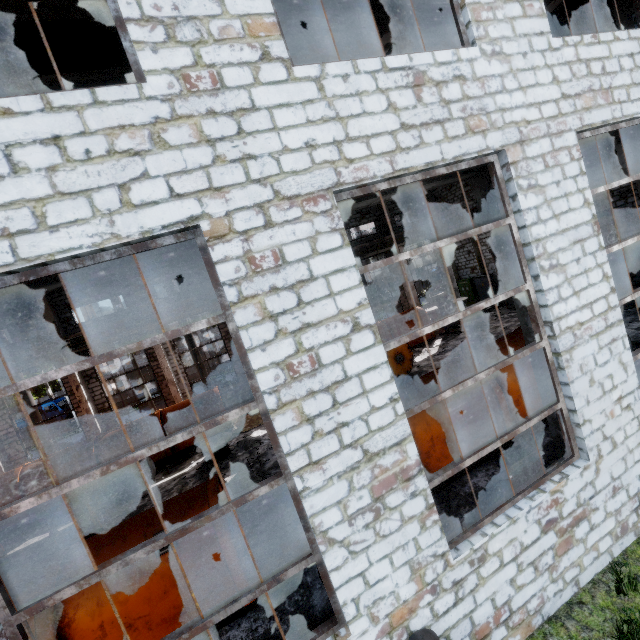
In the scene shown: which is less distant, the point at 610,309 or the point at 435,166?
the point at 435,166

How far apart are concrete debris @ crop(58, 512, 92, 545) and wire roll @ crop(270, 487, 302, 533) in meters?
7.5 m

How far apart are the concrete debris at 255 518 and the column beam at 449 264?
22.64m

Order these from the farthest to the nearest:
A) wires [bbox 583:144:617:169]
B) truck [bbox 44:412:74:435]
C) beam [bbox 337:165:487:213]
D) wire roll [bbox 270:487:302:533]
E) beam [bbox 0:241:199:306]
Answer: truck [bbox 44:412:74:435]
wires [bbox 583:144:617:169]
wire roll [bbox 270:487:302:533]
beam [bbox 337:165:487:213]
beam [bbox 0:241:199:306]

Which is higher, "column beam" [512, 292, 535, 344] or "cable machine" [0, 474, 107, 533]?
"column beam" [512, 292, 535, 344]

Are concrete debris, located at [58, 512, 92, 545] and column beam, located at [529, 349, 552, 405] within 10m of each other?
no

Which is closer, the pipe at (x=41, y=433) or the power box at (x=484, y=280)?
the pipe at (x=41, y=433)

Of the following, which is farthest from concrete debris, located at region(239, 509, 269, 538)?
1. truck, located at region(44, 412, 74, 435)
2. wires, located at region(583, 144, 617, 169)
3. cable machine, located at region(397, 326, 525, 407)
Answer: truck, located at region(44, 412, 74, 435)
